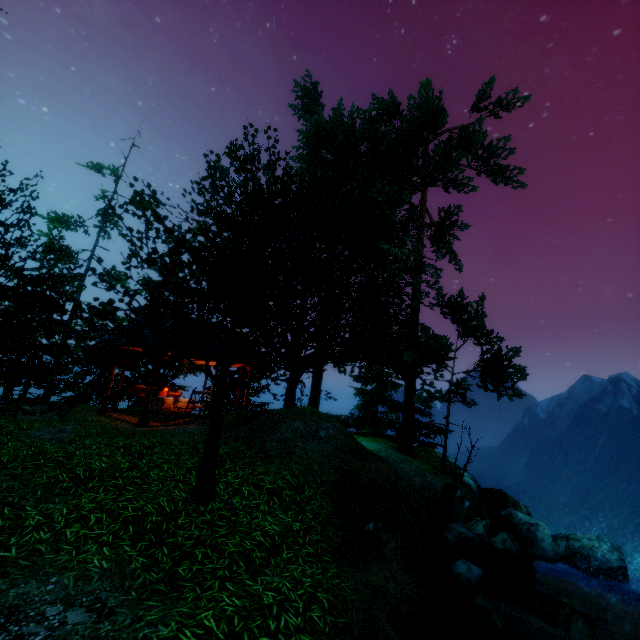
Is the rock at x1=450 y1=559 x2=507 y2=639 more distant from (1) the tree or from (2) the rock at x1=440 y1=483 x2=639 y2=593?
(1) the tree

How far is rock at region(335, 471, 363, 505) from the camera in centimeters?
660cm

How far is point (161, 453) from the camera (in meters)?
7.69

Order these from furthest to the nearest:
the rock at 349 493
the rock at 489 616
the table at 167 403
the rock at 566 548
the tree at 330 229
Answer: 1. the table at 167 403
2. the rock at 566 548
3. the rock at 349 493
4. the tree at 330 229
5. the rock at 489 616

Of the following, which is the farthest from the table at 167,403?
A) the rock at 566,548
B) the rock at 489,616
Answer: the rock at 566,548

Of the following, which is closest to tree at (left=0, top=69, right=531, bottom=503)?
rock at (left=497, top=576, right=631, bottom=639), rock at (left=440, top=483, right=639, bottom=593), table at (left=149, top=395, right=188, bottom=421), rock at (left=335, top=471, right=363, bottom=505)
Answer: rock at (left=440, top=483, right=639, bottom=593)

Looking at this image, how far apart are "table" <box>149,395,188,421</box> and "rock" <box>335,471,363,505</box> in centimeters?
870cm

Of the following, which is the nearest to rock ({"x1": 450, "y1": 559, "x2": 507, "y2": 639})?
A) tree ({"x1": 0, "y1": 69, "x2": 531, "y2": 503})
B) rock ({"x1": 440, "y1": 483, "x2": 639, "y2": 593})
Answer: rock ({"x1": 440, "y1": 483, "x2": 639, "y2": 593})
